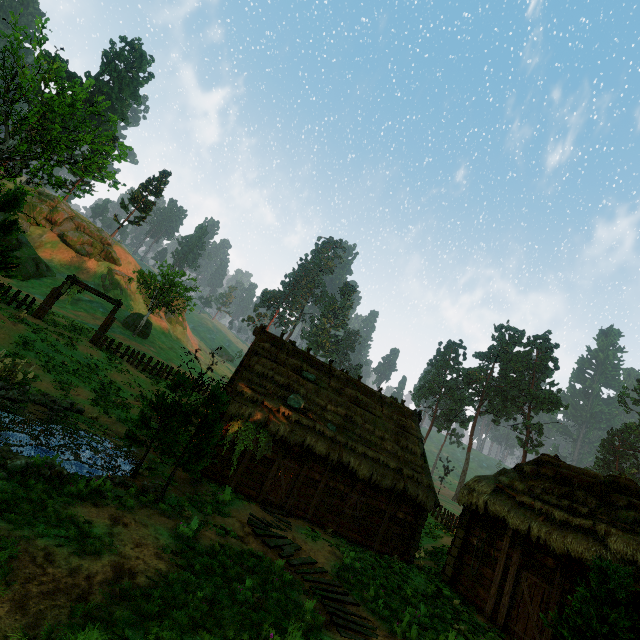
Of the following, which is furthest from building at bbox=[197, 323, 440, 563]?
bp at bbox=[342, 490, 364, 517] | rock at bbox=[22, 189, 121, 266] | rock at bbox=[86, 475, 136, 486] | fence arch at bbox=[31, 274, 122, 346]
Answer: rock at bbox=[22, 189, 121, 266]

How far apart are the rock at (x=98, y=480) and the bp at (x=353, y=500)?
10.1m

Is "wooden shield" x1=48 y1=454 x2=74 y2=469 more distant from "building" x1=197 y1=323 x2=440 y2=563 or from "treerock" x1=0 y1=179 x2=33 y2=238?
"building" x1=197 y1=323 x2=440 y2=563

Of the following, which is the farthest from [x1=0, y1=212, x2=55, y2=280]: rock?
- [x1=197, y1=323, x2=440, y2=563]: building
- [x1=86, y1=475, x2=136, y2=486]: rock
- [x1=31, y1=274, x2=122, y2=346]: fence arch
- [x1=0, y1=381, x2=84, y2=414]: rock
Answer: [x1=86, y1=475, x2=136, y2=486]: rock

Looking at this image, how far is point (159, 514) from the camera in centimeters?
879cm

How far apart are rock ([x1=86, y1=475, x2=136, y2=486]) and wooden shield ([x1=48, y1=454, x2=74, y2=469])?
0.8 meters

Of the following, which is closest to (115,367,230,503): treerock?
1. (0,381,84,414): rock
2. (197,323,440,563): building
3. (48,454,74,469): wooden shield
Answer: (197,323,440,563): building

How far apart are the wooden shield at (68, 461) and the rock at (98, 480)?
0.79m
